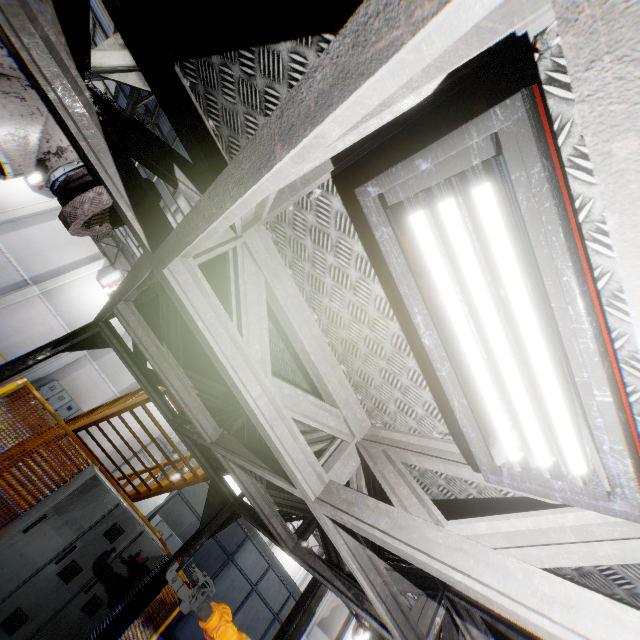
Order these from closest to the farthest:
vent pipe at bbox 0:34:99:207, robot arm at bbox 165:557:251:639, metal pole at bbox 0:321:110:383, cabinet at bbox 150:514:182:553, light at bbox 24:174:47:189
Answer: vent pipe at bbox 0:34:99:207
robot arm at bbox 165:557:251:639
metal pole at bbox 0:321:110:383
cabinet at bbox 150:514:182:553
light at bbox 24:174:47:189

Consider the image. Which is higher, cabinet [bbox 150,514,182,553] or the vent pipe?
the vent pipe

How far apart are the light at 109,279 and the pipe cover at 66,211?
20.49m

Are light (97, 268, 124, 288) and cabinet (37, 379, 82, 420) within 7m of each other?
yes

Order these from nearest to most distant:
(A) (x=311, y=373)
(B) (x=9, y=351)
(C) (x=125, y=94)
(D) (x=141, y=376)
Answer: (A) (x=311, y=373)
(D) (x=141, y=376)
(C) (x=125, y=94)
(B) (x=9, y=351)

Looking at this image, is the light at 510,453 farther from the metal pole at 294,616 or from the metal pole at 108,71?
the metal pole at 294,616

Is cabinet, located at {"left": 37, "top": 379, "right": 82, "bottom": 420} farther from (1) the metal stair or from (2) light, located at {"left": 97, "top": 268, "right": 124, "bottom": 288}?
(1) the metal stair

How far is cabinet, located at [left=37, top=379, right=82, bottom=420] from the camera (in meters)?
17.34
